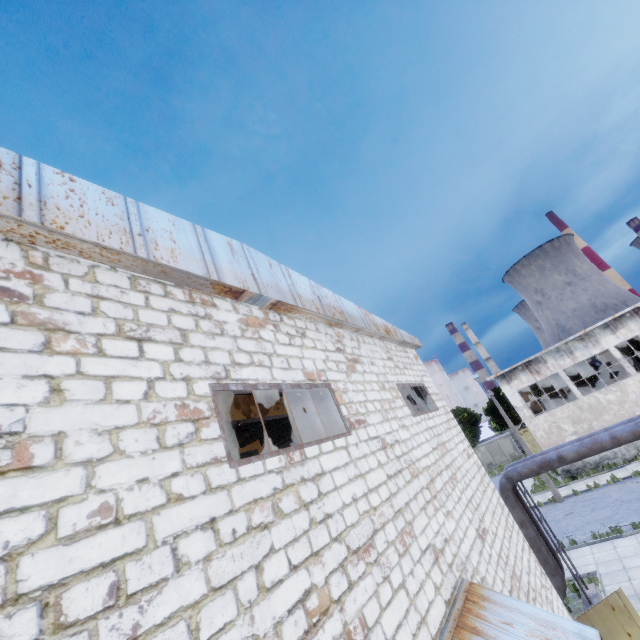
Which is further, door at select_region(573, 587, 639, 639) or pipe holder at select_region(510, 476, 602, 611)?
pipe holder at select_region(510, 476, 602, 611)

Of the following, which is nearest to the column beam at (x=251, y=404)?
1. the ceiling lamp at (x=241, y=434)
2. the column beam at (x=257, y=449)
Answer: the ceiling lamp at (x=241, y=434)

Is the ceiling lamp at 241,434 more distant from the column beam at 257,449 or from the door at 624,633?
the door at 624,633

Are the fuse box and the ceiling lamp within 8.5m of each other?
no

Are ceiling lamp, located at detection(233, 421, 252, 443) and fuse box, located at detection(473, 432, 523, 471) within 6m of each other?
no

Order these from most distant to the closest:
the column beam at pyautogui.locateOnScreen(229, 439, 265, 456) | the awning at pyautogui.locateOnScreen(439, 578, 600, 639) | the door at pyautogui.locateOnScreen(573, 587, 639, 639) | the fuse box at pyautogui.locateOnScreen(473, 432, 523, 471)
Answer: the fuse box at pyautogui.locateOnScreen(473, 432, 523, 471) → the column beam at pyautogui.locateOnScreen(229, 439, 265, 456) → the door at pyautogui.locateOnScreen(573, 587, 639, 639) → the awning at pyautogui.locateOnScreen(439, 578, 600, 639)

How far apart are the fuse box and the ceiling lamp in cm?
4735

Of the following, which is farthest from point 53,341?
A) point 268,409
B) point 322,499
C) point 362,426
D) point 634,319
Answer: point 634,319
